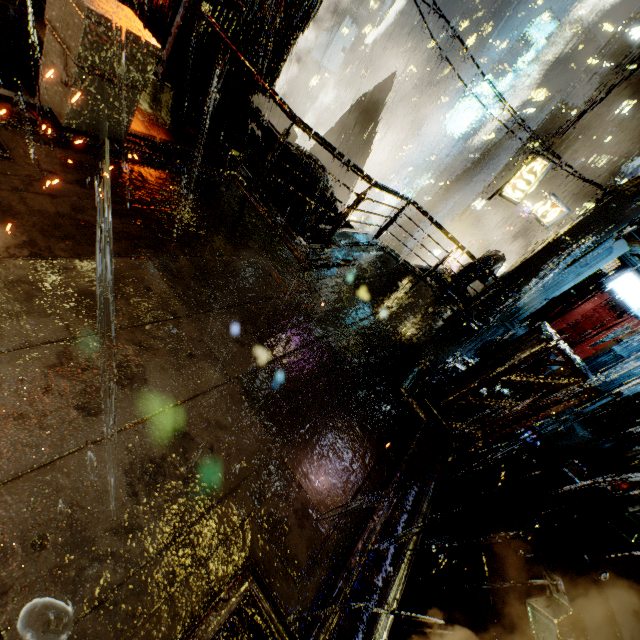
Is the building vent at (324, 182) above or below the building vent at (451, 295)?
below

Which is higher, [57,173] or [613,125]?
[613,125]

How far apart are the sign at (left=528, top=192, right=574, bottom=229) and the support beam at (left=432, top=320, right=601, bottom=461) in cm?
1428

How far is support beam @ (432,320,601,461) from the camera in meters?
4.8

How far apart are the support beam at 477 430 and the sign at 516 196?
14.3 meters

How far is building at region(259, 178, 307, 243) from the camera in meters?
7.4 m

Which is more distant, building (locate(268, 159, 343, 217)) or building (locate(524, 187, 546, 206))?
building (locate(524, 187, 546, 206))
